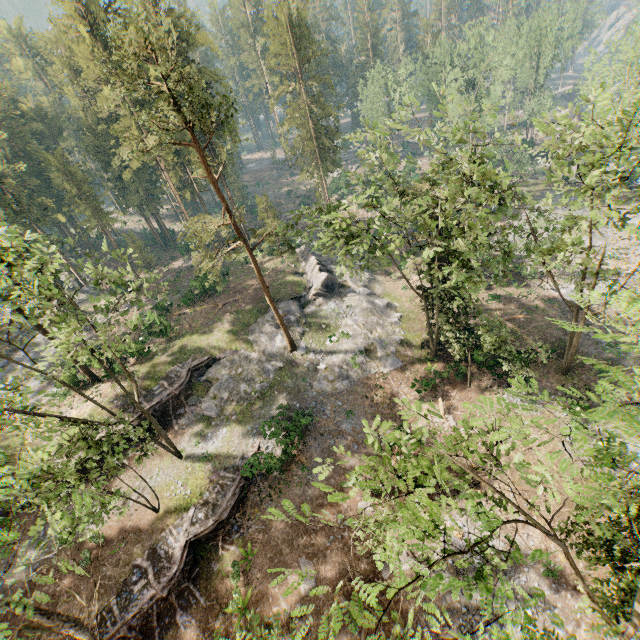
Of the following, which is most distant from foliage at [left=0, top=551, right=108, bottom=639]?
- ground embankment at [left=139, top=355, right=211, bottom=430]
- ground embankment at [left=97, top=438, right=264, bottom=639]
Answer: ground embankment at [left=139, top=355, right=211, bottom=430]

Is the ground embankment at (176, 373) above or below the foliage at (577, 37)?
below

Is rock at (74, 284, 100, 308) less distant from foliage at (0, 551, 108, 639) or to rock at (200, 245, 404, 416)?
foliage at (0, 551, 108, 639)

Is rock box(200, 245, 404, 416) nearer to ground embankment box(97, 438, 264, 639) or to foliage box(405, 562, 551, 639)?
foliage box(405, 562, 551, 639)

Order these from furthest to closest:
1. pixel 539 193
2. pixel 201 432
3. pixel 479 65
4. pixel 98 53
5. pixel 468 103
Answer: pixel 479 65
pixel 539 193
pixel 468 103
pixel 201 432
pixel 98 53

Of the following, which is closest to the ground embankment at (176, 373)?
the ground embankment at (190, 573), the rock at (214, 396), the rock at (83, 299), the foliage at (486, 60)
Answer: the rock at (214, 396)

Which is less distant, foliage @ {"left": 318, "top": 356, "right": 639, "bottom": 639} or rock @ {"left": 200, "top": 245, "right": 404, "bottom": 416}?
foliage @ {"left": 318, "top": 356, "right": 639, "bottom": 639}

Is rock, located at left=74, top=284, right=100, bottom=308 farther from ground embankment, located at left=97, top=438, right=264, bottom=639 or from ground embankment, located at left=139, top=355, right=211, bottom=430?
ground embankment, located at left=97, top=438, right=264, bottom=639
